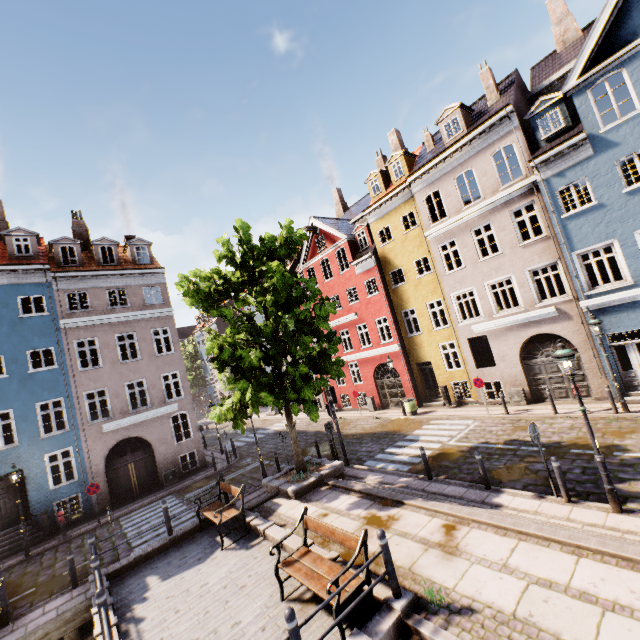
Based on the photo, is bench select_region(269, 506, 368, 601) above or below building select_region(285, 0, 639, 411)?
below

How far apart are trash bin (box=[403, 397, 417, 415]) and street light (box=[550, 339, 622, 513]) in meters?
12.3

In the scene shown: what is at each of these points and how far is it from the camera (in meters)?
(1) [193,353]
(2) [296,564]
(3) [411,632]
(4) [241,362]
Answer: (1) tree, 52.12
(2) bench, 6.66
(3) stairs, 5.26
(4) tree, 11.42

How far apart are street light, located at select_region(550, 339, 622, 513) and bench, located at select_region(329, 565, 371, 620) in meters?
5.7

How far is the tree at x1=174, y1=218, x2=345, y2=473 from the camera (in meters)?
11.30

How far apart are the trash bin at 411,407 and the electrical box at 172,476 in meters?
14.3

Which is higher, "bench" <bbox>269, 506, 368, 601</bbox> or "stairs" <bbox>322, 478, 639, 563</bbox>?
"bench" <bbox>269, 506, 368, 601</bbox>

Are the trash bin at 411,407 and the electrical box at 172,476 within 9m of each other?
no
